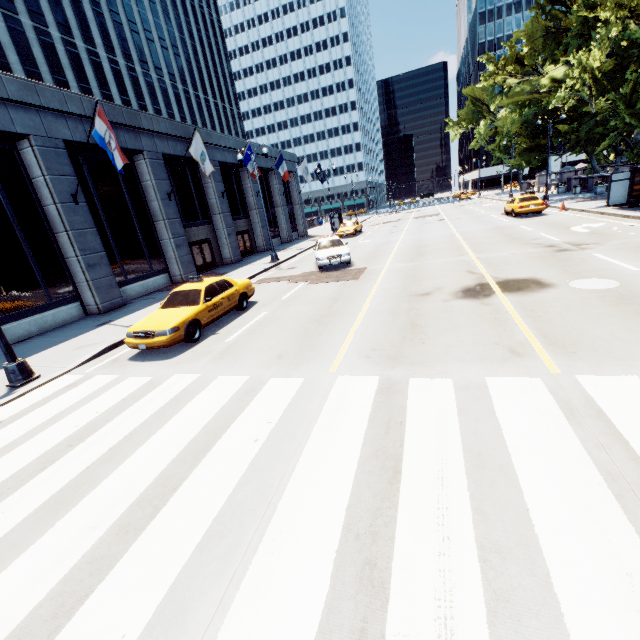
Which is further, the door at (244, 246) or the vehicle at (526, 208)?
the door at (244, 246)

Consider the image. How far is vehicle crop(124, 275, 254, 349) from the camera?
9.0 meters

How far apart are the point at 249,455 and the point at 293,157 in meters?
40.4

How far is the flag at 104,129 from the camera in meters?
12.7

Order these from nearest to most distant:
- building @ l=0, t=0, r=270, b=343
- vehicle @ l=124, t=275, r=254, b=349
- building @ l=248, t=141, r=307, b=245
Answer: vehicle @ l=124, t=275, r=254, b=349
building @ l=0, t=0, r=270, b=343
building @ l=248, t=141, r=307, b=245

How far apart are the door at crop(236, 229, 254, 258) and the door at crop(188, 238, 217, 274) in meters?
3.5 m

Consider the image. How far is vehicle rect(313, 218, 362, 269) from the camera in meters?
16.9 m

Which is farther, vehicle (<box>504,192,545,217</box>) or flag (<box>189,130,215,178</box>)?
vehicle (<box>504,192,545,217</box>)
